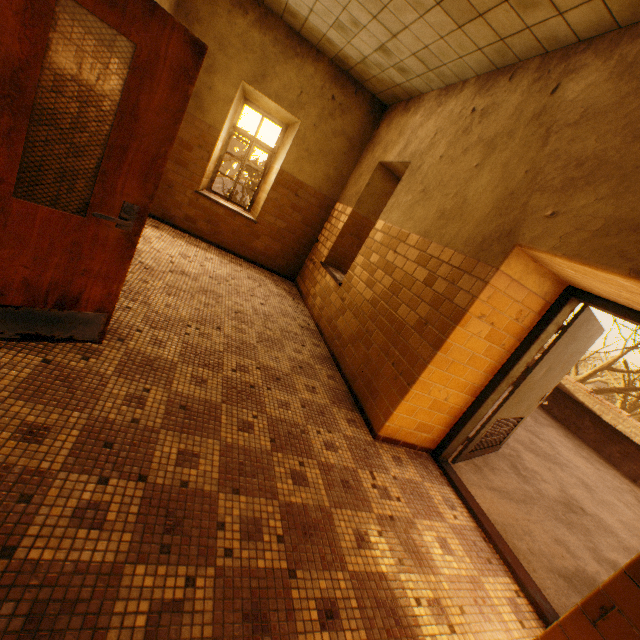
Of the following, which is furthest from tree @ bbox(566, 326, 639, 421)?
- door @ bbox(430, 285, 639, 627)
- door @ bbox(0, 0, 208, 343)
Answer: door @ bbox(0, 0, 208, 343)

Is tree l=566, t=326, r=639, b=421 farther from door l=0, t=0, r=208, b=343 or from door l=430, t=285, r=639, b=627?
door l=0, t=0, r=208, b=343

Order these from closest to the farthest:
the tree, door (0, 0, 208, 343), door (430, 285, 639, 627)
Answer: door (0, 0, 208, 343) < door (430, 285, 639, 627) < the tree

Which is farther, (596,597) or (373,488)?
(373,488)

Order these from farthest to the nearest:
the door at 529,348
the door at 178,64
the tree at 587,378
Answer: the tree at 587,378
the door at 529,348
the door at 178,64

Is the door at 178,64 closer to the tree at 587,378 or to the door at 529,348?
the door at 529,348

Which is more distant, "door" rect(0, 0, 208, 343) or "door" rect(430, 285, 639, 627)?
"door" rect(430, 285, 639, 627)
